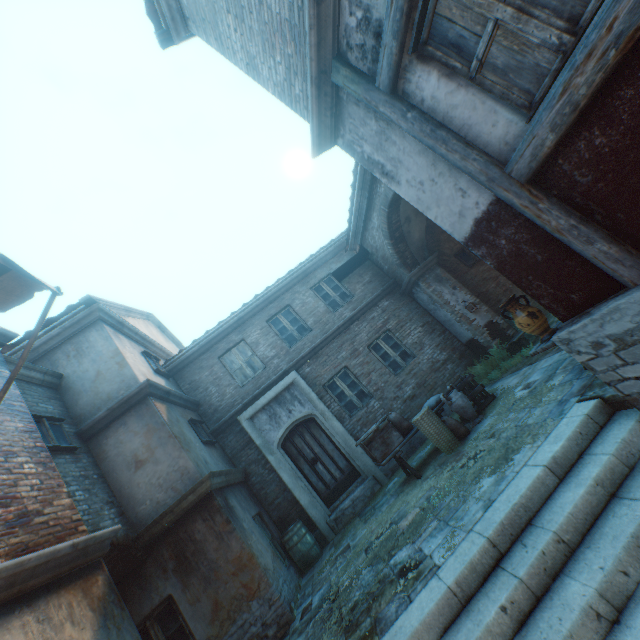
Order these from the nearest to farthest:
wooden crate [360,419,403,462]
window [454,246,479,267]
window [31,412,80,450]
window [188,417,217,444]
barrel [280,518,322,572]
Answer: window [31,412,80,450] < wooden crate [360,419,403,462] < barrel [280,518,322,572] < window [188,417,217,444] < window [454,246,479,267]

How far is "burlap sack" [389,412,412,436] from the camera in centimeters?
734cm

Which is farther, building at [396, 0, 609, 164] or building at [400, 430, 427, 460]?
building at [400, 430, 427, 460]

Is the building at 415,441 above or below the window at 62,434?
below

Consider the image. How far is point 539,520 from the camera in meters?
3.2 m

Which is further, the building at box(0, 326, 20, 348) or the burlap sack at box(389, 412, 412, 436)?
the burlap sack at box(389, 412, 412, 436)

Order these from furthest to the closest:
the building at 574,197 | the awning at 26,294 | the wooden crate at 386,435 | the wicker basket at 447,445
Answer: the wooden crate at 386,435
the wicker basket at 447,445
the awning at 26,294
the building at 574,197

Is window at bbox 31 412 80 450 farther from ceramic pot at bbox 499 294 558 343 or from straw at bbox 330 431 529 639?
ceramic pot at bbox 499 294 558 343
